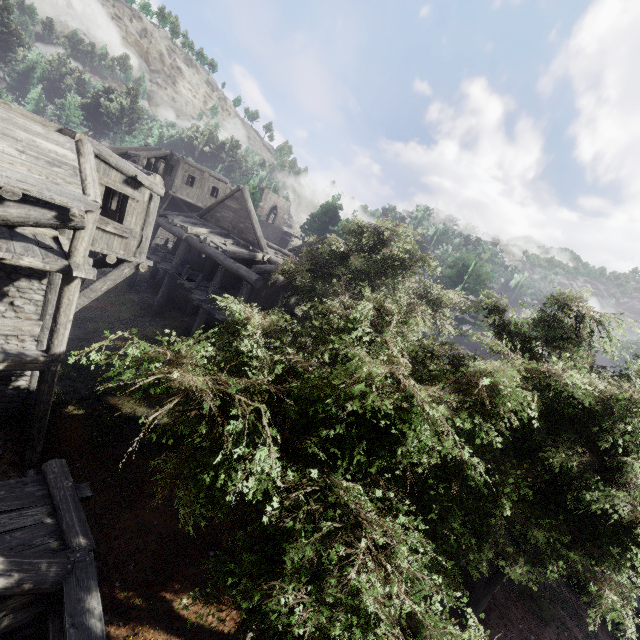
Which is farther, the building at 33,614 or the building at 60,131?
the building at 60,131

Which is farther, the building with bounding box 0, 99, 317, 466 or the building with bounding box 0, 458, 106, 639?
the building with bounding box 0, 99, 317, 466

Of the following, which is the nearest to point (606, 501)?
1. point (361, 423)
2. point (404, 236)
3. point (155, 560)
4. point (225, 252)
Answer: point (361, 423)
